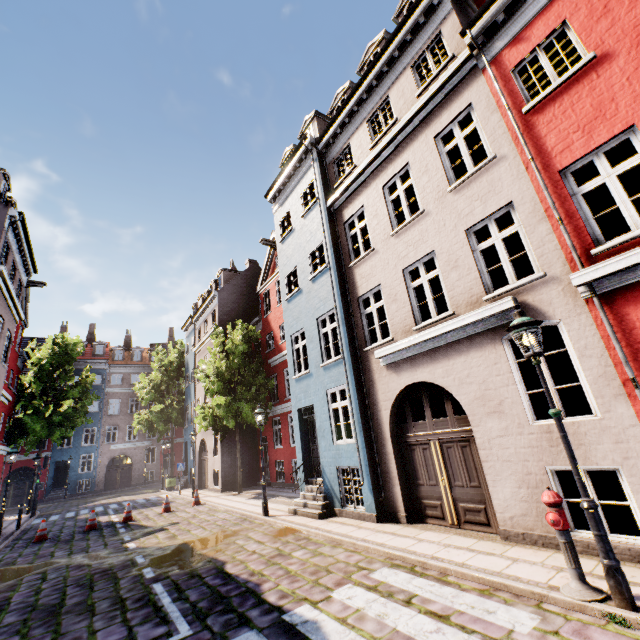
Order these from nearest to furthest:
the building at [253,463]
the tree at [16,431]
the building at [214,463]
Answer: the building at [214,463]
the building at [253,463]
the tree at [16,431]

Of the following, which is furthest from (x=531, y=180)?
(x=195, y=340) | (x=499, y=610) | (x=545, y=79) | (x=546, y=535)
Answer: (x=195, y=340)

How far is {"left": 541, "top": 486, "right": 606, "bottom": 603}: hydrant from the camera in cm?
404

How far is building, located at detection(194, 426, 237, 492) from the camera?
19.8m

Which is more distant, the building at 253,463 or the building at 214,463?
the building at 253,463

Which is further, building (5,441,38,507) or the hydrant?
building (5,441,38,507)

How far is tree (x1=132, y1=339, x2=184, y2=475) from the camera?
28.1 meters
